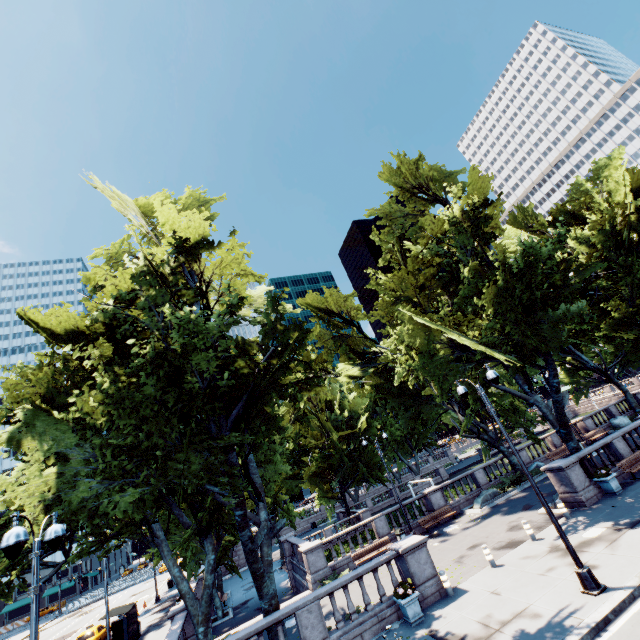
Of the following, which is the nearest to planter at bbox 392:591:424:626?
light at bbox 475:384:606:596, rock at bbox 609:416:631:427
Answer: light at bbox 475:384:606:596

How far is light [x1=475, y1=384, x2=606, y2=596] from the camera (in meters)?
10.05

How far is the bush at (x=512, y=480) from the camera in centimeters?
2500cm

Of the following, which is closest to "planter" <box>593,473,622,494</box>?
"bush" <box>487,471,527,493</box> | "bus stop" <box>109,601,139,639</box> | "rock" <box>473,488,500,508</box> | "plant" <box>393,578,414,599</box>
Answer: "rock" <box>473,488,500,508</box>

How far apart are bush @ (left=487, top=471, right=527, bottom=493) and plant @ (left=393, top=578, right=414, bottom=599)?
16.4 meters

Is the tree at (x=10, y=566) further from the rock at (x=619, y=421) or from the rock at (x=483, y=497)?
the rock at (x=483, y=497)

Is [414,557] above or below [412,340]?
below

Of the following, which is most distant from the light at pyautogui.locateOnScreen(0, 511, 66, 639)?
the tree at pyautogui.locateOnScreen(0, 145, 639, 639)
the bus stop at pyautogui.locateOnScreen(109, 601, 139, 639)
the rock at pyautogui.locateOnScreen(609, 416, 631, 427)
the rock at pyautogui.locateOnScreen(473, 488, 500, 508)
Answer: the rock at pyautogui.locateOnScreen(609, 416, 631, 427)
